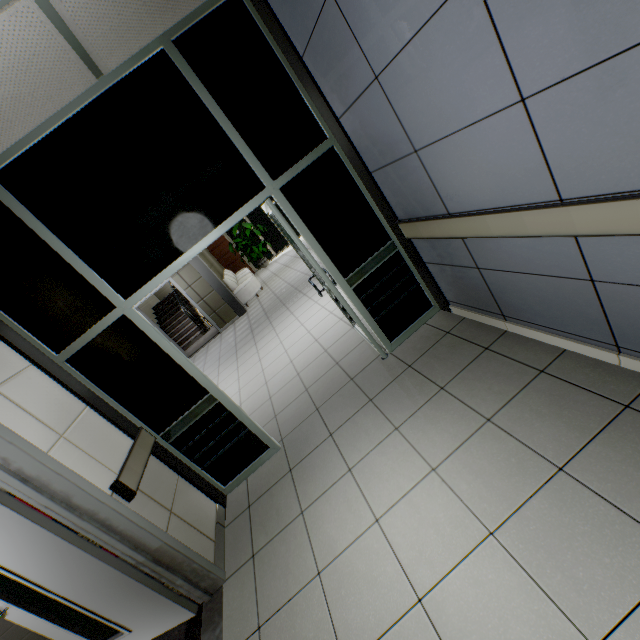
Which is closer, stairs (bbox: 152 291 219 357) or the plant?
stairs (bbox: 152 291 219 357)

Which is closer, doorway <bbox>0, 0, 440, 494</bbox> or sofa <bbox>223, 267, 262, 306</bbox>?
doorway <bbox>0, 0, 440, 494</bbox>

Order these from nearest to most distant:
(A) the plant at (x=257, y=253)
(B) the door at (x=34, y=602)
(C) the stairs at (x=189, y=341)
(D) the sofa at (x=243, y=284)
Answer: (B) the door at (x=34, y=602)
(D) the sofa at (x=243, y=284)
(C) the stairs at (x=189, y=341)
(A) the plant at (x=257, y=253)

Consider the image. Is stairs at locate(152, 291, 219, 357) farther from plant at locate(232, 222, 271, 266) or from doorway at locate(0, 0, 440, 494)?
doorway at locate(0, 0, 440, 494)

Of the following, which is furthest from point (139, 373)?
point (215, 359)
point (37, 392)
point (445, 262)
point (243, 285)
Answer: point (243, 285)

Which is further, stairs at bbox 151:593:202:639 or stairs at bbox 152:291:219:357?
stairs at bbox 152:291:219:357

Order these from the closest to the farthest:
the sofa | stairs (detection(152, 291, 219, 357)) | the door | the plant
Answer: the door
the sofa
stairs (detection(152, 291, 219, 357))
the plant

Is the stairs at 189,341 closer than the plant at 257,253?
Yes
